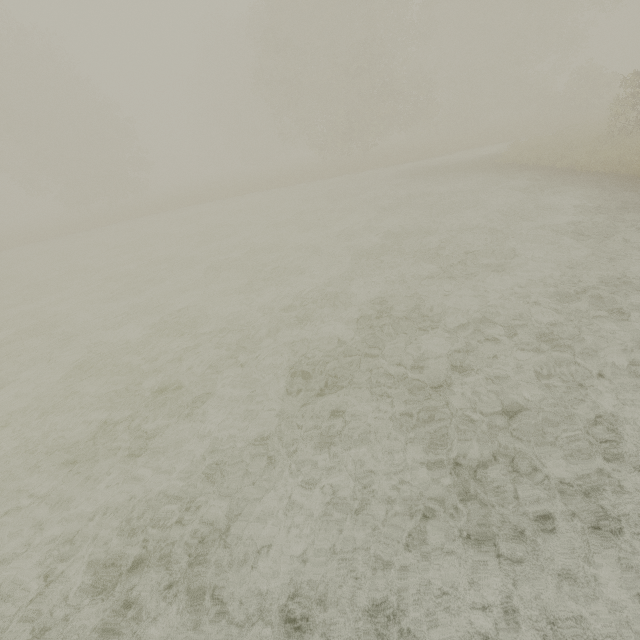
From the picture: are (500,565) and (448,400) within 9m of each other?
yes
